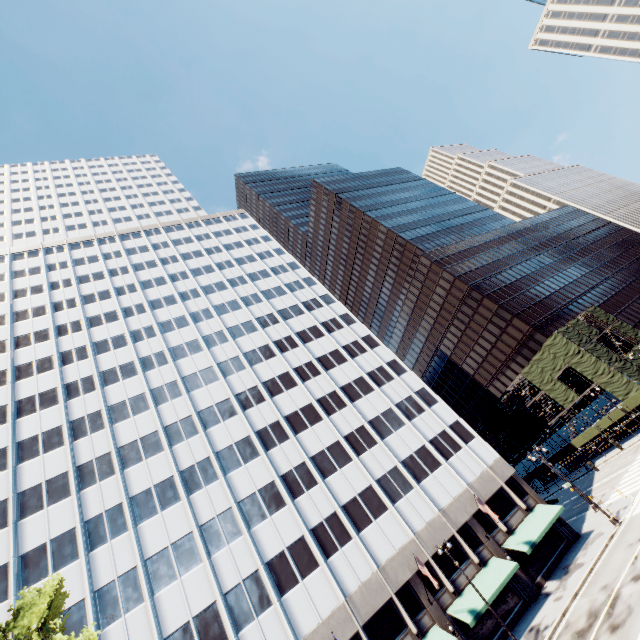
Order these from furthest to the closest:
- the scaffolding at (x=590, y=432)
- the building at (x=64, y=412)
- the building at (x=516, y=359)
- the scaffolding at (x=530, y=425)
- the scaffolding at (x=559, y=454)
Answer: the building at (x=516, y=359) → the scaffolding at (x=559, y=454) → the scaffolding at (x=590, y=432) → the scaffolding at (x=530, y=425) → the building at (x=64, y=412)

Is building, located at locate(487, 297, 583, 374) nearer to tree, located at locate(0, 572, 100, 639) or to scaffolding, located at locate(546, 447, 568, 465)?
scaffolding, located at locate(546, 447, 568, 465)

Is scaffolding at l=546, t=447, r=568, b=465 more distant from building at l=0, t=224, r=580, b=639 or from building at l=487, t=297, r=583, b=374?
building at l=0, t=224, r=580, b=639

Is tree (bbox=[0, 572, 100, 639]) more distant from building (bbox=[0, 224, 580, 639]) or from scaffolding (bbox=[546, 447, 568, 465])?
scaffolding (bbox=[546, 447, 568, 465])

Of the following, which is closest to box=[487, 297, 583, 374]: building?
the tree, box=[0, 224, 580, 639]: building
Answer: box=[0, 224, 580, 639]: building

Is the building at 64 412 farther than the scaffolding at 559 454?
No

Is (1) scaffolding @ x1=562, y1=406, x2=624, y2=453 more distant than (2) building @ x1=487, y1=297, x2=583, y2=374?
No

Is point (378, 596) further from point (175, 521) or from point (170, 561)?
point (175, 521)
